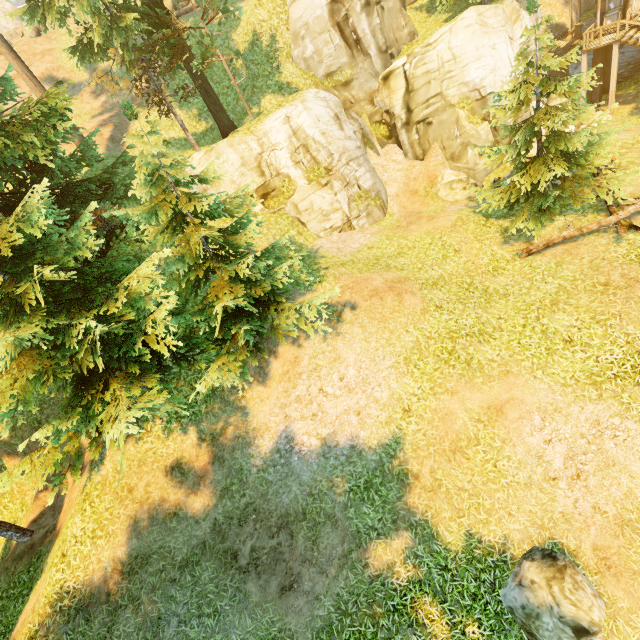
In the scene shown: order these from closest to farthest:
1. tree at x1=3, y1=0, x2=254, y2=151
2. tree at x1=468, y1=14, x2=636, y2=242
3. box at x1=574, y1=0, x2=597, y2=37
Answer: tree at x1=468, y1=14, x2=636, y2=242 < tree at x1=3, y1=0, x2=254, y2=151 < box at x1=574, y1=0, x2=597, y2=37

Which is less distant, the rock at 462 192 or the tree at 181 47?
the tree at 181 47

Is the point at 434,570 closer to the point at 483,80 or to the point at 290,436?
the point at 290,436

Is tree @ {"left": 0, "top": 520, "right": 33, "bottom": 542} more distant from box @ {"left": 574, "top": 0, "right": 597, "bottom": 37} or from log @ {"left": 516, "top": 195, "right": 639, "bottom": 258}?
box @ {"left": 574, "top": 0, "right": 597, "bottom": 37}

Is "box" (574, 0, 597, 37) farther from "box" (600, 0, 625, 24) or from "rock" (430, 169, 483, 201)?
"rock" (430, 169, 483, 201)

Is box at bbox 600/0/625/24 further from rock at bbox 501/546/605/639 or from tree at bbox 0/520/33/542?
rock at bbox 501/546/605/639

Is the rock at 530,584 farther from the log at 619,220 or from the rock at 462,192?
the rock at 462,192

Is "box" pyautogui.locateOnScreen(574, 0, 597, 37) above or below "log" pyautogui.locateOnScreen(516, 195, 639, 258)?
above
